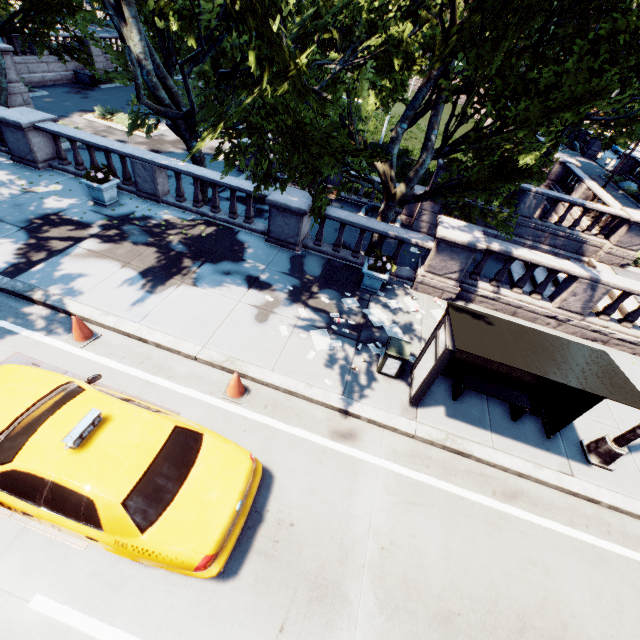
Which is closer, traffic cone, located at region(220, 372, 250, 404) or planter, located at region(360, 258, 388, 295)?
traffic cone, located at region(220, 372, 250, 404)

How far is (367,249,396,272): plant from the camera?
9.7 meters

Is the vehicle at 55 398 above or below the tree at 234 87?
below

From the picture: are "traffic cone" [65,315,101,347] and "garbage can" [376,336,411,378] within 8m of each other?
yes

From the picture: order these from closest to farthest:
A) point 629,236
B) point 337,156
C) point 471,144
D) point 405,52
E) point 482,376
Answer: point 482,376 < point 337,156 < point 471,144 < point 405,52 < point 629,236

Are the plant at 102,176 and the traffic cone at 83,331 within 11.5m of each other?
yes

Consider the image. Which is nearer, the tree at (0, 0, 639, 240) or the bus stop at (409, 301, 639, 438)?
the bus stop at (409, 301, 639, 438)

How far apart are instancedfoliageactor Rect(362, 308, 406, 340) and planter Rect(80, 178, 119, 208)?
9.4m
